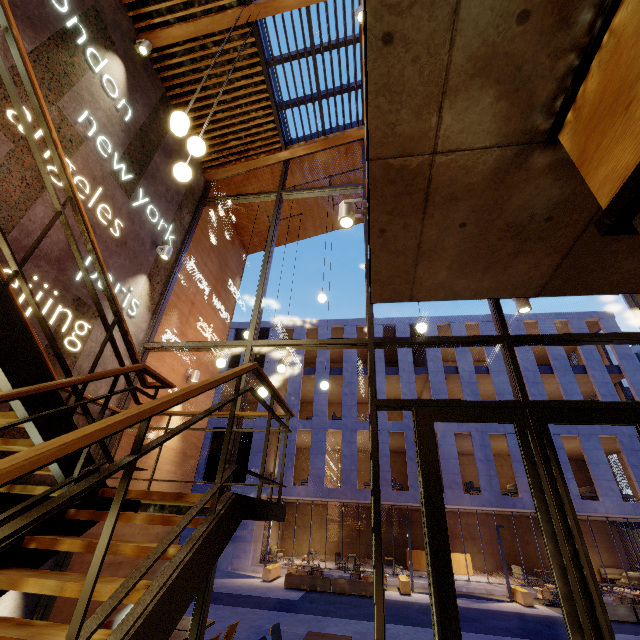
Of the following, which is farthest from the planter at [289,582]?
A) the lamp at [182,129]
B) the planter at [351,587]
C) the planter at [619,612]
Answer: the lamp at [182,129]

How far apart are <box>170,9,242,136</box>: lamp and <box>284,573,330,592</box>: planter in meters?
16.4

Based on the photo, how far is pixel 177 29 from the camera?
5.79m

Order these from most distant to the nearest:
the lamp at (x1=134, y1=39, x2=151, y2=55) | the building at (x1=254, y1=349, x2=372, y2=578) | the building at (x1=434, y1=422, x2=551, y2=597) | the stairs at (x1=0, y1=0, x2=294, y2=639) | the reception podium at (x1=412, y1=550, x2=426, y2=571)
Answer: the reception podium at (x1=412, y1=550, x2=426, y2=571), the building at (x1=254, y1=349, x2=372, y2=578), the building at (x1=434, y1=422, x2=551, y2=597), the lamp at (x1=134, y1=39, x2=151, y2=55), the stairs at (x1=0, y1=0, x2=294, y2=639)

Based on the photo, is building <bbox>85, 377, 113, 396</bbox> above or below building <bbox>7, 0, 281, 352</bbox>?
below

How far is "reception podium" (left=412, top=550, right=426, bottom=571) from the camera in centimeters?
2066cm

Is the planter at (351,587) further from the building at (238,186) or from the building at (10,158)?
the building at (10,158)

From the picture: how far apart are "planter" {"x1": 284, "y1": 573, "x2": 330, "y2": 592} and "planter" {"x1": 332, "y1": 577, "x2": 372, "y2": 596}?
0.1m
